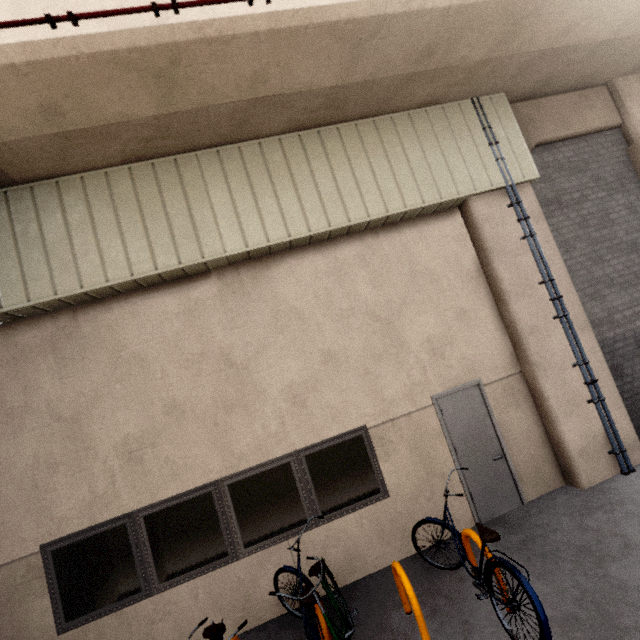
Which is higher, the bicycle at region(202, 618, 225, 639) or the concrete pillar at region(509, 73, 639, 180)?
the concrete pillar at region(509, 73, 639, 180)

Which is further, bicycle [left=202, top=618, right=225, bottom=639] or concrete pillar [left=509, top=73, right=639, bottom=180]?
concrete pillar [left=509, top=73, right=639, bottom=180]

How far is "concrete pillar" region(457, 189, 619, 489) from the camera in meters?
5.3

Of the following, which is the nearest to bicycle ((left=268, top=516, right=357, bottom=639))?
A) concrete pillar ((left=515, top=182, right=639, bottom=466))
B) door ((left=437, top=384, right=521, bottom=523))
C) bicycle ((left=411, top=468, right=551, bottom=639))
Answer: bicycle ((left=411, top=468, right=551, bottom=639))

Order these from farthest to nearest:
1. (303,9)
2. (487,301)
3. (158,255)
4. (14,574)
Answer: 1. (487,301)
2. (158,255)
3. (14,574)
4. (303,9)

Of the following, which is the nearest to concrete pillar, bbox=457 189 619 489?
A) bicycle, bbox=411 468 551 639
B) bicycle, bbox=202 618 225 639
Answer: bicycle, bbox=411 468 551 639

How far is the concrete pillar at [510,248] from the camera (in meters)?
5.27

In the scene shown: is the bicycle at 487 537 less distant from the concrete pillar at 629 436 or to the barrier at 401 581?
the barrier at 401 581
